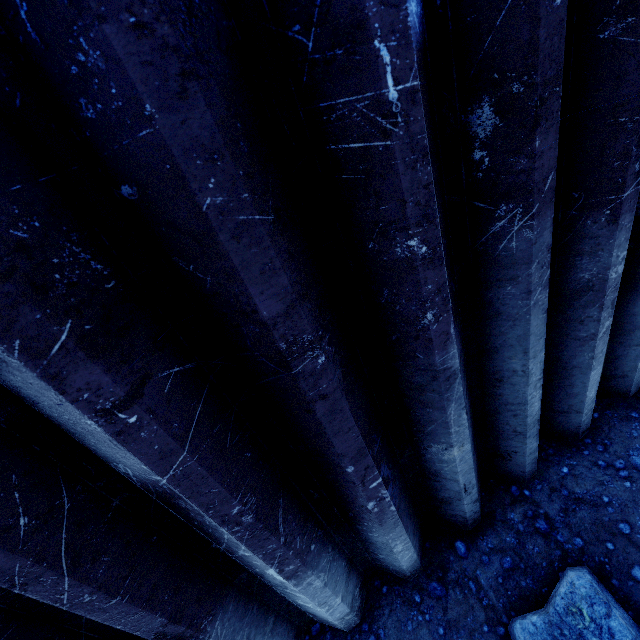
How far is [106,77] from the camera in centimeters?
59cm
